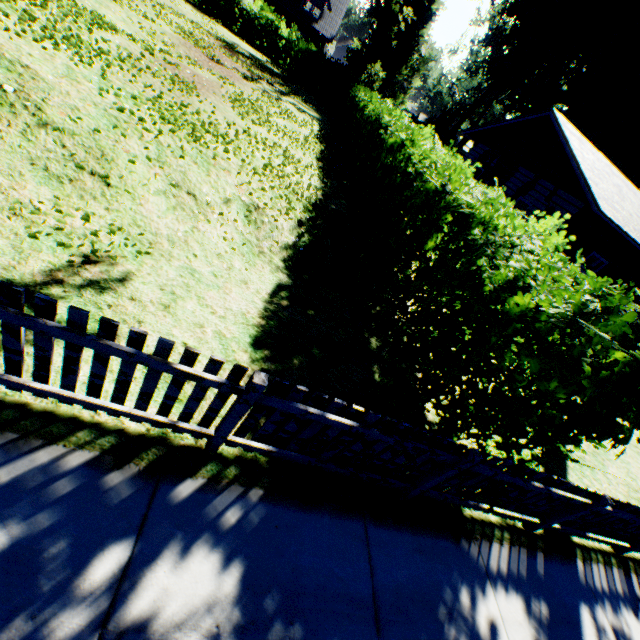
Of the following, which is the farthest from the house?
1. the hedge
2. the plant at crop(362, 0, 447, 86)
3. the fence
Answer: the plant at crop(362, 0, 447, 86)

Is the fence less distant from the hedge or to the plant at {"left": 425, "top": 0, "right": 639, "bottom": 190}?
the hedge

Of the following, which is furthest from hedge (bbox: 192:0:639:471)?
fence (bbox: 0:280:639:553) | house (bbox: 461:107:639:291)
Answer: house (bbox: 461:107:639:291)

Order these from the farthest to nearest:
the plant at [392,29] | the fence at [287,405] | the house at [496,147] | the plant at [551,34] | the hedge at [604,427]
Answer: the plant at [392,29]
the plant at [551,34]
the house at [496,147]
the hedge at [604,427]
the fence at [287,405]

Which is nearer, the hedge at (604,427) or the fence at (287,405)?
the fence at (287,405)

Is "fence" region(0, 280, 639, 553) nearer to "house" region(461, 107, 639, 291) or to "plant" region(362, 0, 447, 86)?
"house" region(461, 107, 639, 291)

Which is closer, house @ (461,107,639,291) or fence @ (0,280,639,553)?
fence @ (0,280,639,553)

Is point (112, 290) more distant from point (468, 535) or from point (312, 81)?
point (312, 81)
